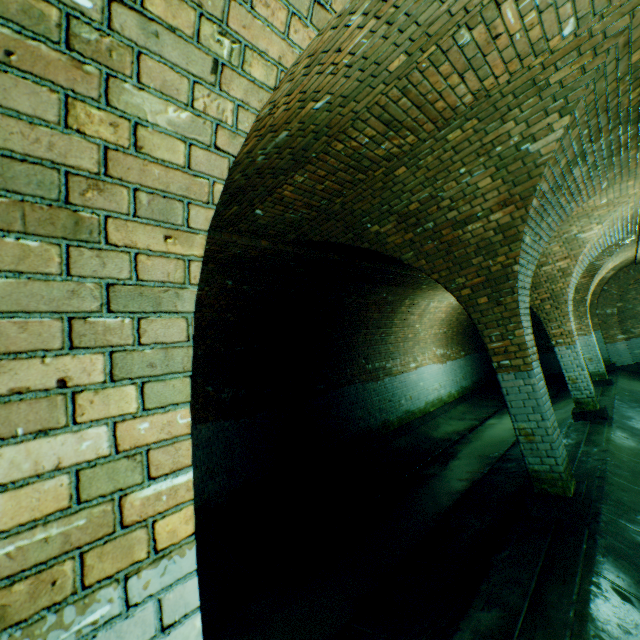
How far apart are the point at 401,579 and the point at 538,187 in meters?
4.9 m

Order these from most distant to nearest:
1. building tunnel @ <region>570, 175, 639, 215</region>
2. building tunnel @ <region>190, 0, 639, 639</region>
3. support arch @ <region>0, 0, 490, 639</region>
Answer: building tunnel @ <region>570, 175, 639, 215</region> < building tunnel @ <region>190, 0, 639, 639</region> < support arch @ <region>0, 0, 490, 639</region>

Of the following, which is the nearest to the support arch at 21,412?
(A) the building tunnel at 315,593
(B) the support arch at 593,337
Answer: (A) the building tunnel at 315,593

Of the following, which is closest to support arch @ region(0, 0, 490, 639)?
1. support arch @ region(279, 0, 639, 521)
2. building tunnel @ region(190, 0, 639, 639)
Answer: building tunnel @ region(190, 0, 639, 639)

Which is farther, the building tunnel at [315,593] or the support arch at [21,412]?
the building tunnel at [315,593]

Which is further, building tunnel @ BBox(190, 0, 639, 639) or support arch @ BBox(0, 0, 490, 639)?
building tunnel @ BBox(190, 0, 639, 639)

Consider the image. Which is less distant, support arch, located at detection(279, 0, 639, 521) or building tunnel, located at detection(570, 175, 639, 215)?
support arch, located at detection(279, 0, 639, 521)

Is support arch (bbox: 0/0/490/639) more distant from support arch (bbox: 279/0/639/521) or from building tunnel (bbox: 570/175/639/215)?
support arch (bbox: 279/0/639/521)
